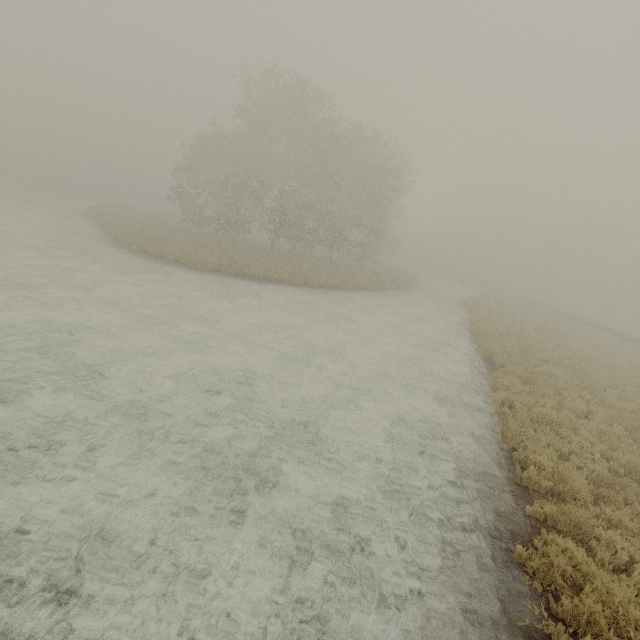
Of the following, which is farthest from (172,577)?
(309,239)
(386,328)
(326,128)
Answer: (326,128)
